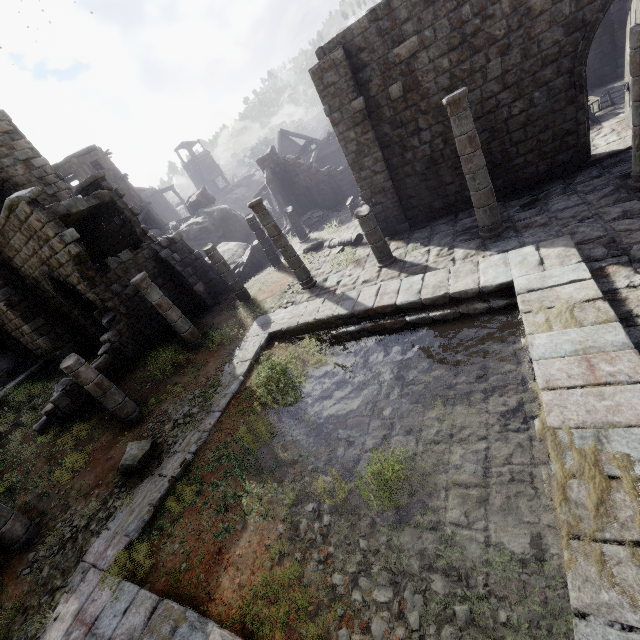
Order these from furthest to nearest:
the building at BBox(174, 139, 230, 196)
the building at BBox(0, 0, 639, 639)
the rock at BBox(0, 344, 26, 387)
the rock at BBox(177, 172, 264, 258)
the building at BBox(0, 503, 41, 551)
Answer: the building at BBox(174, 139, 230, 196) → the rock at BBox(177, 172, 264, 258) → the rock at BBox(0, 344, 26, 387) → the building at BBox(0, 503, 41, 551) → the building at BBox(0, 0, 639, 639)

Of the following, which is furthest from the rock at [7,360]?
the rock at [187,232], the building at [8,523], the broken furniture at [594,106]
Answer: the broken furniture at [594,106]

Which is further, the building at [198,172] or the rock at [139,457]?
the building at [198,172]

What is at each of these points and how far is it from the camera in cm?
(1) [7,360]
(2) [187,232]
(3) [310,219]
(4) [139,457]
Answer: (1) rock, 1775
(2) rock, 2662
(3) rubble, 2238
(4) rock, 810

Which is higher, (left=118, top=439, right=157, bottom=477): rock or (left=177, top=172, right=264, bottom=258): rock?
(left=177, top=172, right=264, bottom=258): rock

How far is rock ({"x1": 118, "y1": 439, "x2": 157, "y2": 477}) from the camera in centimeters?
798cm

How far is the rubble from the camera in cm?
2156

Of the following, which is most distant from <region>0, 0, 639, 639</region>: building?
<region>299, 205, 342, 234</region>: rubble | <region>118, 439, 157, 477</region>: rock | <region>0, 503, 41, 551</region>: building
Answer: <region>0, 503, 41, 551</region>: building
